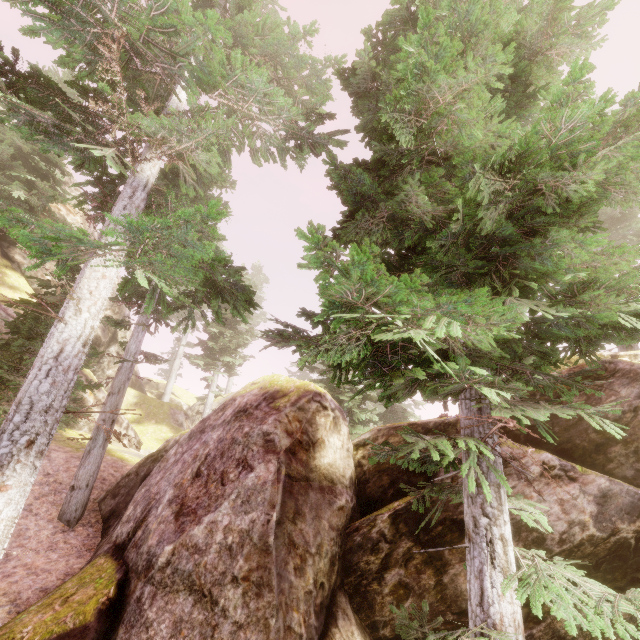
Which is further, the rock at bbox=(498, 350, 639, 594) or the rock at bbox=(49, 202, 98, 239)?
the rock at bbox=(49, 202, 98, 239)

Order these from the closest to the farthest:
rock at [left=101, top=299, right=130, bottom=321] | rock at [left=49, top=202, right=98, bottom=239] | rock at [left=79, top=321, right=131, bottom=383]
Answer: rock at [left=79, top=321, right=131, bottom=383]
rock at [left=49, top=202, right=98, bottom=239]
rock at [left=101, top=299, right=130, bottom=321]

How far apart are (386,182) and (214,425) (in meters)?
7.74

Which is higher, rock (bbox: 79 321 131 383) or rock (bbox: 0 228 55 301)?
rock (bbox: 0 228 55 301)

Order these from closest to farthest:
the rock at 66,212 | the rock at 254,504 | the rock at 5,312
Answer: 1. the rock at 254,504
2. the rock at 5,312
3. the rock at 66,212

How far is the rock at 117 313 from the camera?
24.5m
